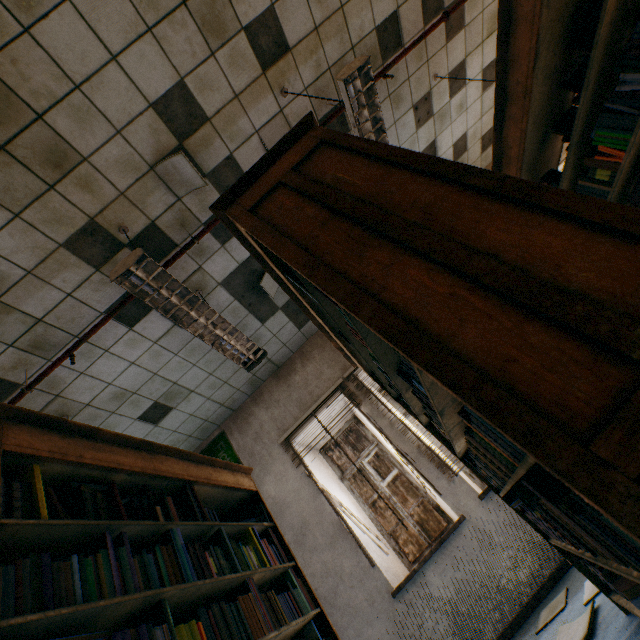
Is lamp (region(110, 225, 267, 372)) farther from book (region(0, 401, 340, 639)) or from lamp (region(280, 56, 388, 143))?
lamp (region(280, 56, 388, 143))

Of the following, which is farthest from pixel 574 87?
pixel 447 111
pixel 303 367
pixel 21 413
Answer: pixel 303 367

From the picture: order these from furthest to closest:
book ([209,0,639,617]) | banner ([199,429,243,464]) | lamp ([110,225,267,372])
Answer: banner ([199,429,243,464]) < lamp ([110,225,267,372]) < book ([209,0,639,617])

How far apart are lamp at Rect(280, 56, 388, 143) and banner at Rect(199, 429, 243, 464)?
3.8m

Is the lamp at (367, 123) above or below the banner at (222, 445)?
below

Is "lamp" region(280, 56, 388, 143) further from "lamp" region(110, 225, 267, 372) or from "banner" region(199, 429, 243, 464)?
"banner" region(199, 429, 243, 464)

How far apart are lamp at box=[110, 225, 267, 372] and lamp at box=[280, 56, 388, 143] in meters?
1.7

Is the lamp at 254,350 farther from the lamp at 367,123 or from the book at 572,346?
the lamp at 367,123
